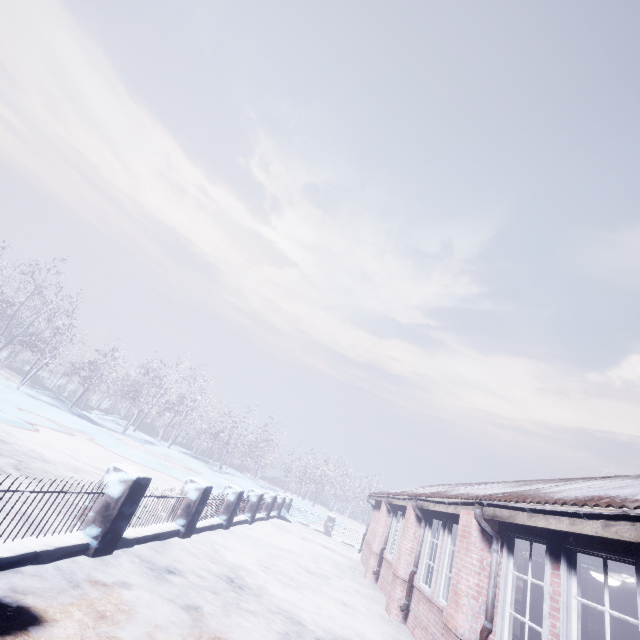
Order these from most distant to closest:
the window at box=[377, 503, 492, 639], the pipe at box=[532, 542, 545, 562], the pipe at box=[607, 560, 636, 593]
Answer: the pipe at box=[532, 542, 545, 562] → the window at box=[377, 503, 492, 639] → the pipe at box=[607, 560, 636, 593]

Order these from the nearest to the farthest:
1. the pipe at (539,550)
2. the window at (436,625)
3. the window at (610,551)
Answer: the window at (610,551)
the window at (436,625)
the pipe at (539,550)

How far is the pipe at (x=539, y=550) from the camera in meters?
4.9

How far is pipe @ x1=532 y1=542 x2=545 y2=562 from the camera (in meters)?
4.88

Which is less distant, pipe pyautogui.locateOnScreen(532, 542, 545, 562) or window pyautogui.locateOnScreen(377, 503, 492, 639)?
window pyautogui.locateOnScreen(377, 503, 492, 639)

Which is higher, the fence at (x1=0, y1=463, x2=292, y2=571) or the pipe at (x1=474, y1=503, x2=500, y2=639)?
the pipe at (x1=474, y1=503, x2=500, y2=639)

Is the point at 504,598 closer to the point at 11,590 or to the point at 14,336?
the point at 11,590

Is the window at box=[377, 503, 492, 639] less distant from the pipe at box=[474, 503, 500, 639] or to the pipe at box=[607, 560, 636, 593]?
the pipe at box=[474, 503, 500, 639]
